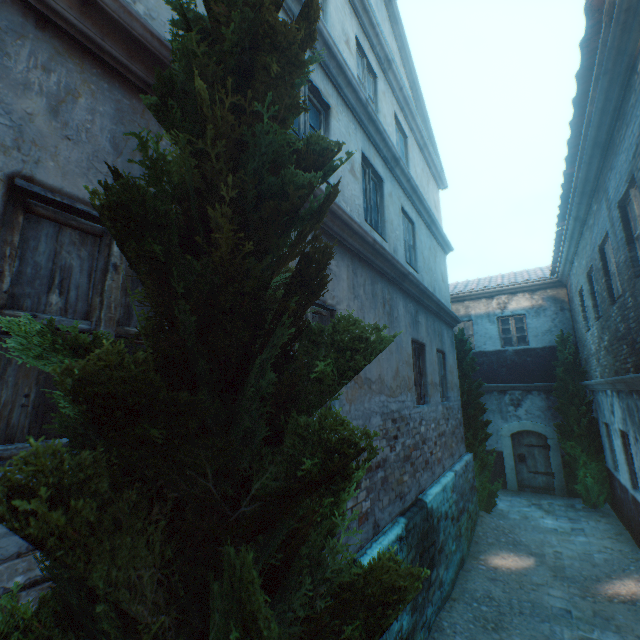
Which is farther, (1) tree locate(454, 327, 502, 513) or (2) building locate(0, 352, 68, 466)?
(1) tree locate(454, 327, 502, 513)

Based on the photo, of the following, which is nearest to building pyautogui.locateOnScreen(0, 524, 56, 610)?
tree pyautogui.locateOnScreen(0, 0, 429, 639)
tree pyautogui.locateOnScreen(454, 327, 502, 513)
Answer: tree pyautogui.locateOnScreen(0, 0, 429, 639)

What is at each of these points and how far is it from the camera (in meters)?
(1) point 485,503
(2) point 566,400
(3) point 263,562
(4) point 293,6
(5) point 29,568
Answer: (1) tree, 9.62
(2) tree, 11.10
(3) tree, 0.97
(4) building, 3.85
(5) building, 1.38

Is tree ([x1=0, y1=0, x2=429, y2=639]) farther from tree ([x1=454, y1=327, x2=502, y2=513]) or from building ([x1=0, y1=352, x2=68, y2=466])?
building ([x1=0, y1=352, x2=68, y2=466])

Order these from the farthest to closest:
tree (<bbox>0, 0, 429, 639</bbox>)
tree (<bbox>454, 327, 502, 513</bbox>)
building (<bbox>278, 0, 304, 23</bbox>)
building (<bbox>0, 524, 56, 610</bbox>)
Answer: tree (<bbox>454, 327, 502, 513</bbox>) → building (<bbox>278, 0, 304, 23</bbox>) → building (<bbox>0, 524, 56, 610</bbox>) → tree (<bbox>0, 0, 429, 639</bbox>)

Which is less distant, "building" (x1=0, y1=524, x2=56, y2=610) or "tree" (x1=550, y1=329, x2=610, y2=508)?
"building" (x1=0, y1=524, x2=56, y2=610)

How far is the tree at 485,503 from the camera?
9.6 meters

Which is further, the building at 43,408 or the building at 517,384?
the building at 517,384
